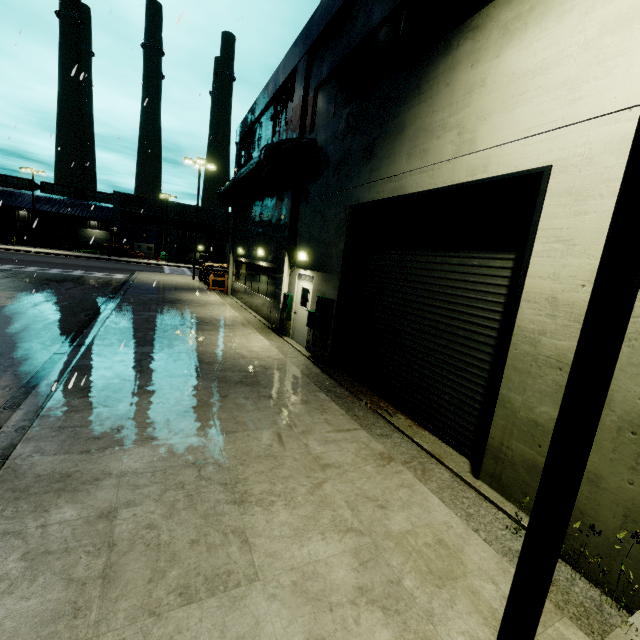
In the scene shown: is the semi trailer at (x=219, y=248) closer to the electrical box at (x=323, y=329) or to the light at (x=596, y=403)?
the electrical box at (x=323, y=329)

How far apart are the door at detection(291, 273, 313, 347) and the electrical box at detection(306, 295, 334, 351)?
0.82m

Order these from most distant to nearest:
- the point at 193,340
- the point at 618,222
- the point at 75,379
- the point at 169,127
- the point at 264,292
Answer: the point at 264,292 < the point at 169,127 < the point at 193,340 < the point at 75,379 < the point at 618,222

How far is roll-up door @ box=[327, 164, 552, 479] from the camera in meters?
4.9 m

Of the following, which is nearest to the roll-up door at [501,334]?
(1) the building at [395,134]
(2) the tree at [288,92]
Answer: (1) the building at [395,134]

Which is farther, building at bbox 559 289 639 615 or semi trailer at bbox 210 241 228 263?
semi trailer at bbox 210 241 228 263

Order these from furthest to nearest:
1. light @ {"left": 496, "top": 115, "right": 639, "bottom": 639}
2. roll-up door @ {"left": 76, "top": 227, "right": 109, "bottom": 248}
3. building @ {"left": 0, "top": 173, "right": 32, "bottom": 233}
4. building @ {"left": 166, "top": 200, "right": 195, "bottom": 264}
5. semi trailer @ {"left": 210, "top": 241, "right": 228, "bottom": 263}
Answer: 1. roll-up door @ {"left": 76, "top": 227, "right": 109, "bottom": 248}
2. building @ {"left": 166, "top": 200, "right": 195, "bottom": 264}
3. building @ {"left": 0, "top": 173, "right": 32, "bottom": 233}
4. semi trailer @ {"left": 210, "top": 241, "right": 228, "bottom": 263}
5. light @ {"left": 496, "top": 115, "right": 639, "bottom": 639}

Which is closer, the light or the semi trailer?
the light
